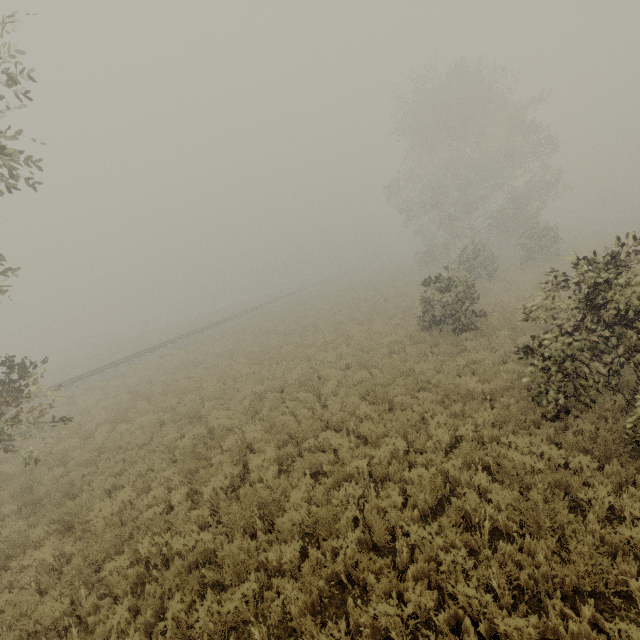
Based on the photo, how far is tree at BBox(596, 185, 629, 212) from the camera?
54.5 meters

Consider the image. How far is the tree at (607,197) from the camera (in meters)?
54.53

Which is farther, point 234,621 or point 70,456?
point 70,456

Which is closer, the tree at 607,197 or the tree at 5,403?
the tree at 5,403

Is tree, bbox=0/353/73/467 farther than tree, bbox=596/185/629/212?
No
